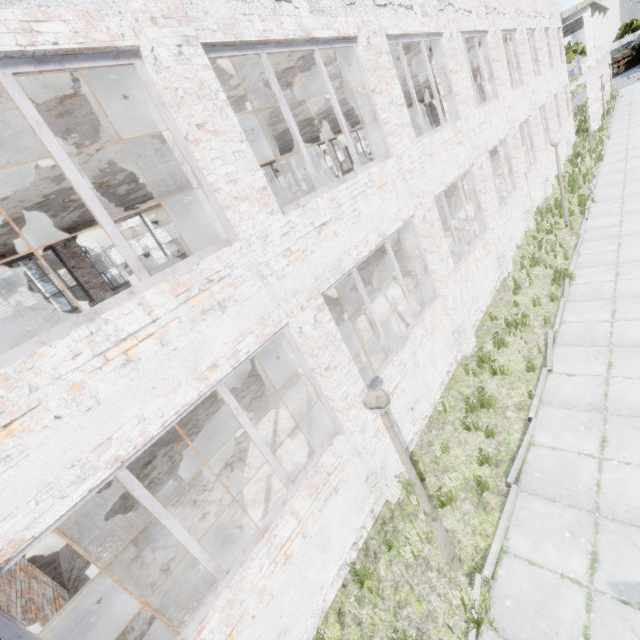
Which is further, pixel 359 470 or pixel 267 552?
pixel 359 470

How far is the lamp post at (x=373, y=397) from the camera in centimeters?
362cm

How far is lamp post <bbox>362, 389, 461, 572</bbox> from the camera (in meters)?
3.62

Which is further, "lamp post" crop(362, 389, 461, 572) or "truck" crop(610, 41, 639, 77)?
"truck" crop(610, 41, 639, 77)

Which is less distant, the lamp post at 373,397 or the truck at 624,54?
the lamp post at 373,397
